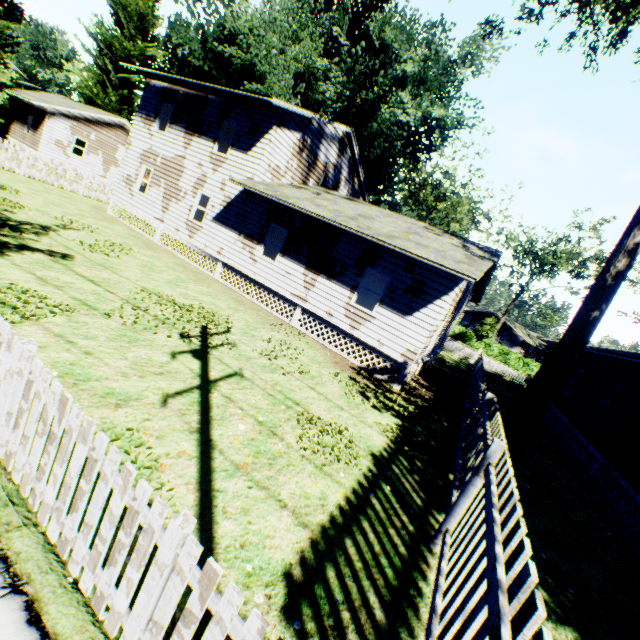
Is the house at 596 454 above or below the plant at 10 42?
below

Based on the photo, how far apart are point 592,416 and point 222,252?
17.8m

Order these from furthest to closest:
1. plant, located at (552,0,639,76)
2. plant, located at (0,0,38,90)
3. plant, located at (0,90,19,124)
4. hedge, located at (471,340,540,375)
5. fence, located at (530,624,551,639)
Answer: hedge, located at (471,340,540,375) < plant, located at (0,90,19,124) < plant, located at (0,0,38,90) < plant, located at (552,0,639,76) < fence, located at (530,624,551,639)

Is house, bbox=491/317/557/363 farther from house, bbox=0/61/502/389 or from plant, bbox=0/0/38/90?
house, bbox=0/61/502/389

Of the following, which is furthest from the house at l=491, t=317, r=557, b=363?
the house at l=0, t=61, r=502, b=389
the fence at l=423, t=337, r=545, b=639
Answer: the house at l=0, t=61, r=502, b=389

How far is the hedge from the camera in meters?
→ 41.8

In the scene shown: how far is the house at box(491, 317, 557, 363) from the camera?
49.1 meters

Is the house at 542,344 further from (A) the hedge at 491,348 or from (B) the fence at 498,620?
(B) the fence at 498,620
